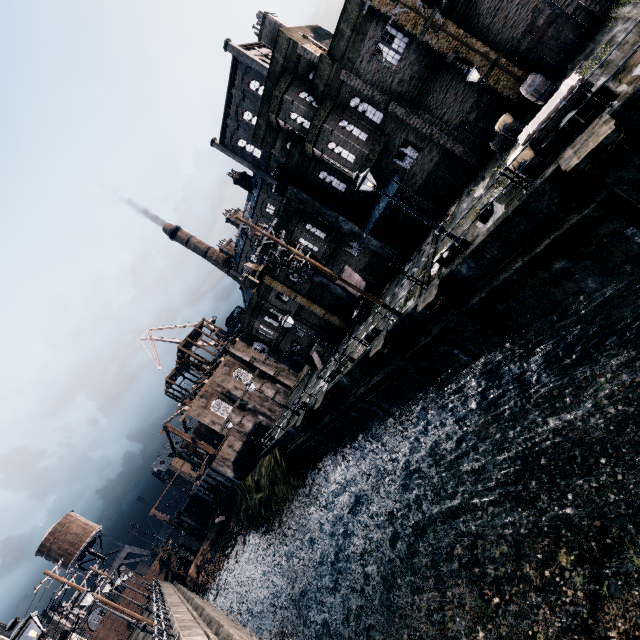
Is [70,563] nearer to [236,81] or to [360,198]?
[360,198]

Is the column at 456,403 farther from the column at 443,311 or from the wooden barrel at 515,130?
the wooden barrel at 515,130

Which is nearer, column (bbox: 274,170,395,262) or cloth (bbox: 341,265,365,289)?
column (bbox: 274,170,395,262)

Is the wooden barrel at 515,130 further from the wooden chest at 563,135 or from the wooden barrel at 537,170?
the wooden barrel at 537,170

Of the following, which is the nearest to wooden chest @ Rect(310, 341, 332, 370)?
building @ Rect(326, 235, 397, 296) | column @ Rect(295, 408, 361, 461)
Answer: column @ Rect(295, 408, 361, 461)

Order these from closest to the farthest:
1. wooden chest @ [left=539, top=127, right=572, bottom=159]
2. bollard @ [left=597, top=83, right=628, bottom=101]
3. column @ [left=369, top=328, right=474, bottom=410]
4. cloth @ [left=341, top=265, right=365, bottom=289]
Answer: bollard @ [left=597, top=83, right=628, bottom=101]
wooden chest @ [left=539, top=127, right=572, bottom=159]
column @ [left=369, top=328, right=474, bottom=410]
cloth @ [left=341, top=265, right=365, bottom=289]

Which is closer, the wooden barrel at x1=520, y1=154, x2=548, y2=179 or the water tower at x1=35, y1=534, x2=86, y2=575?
the wooden barrel at x1=520, y1=154, x2=548, y2=179

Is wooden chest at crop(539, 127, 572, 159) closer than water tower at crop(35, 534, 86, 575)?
Yes
